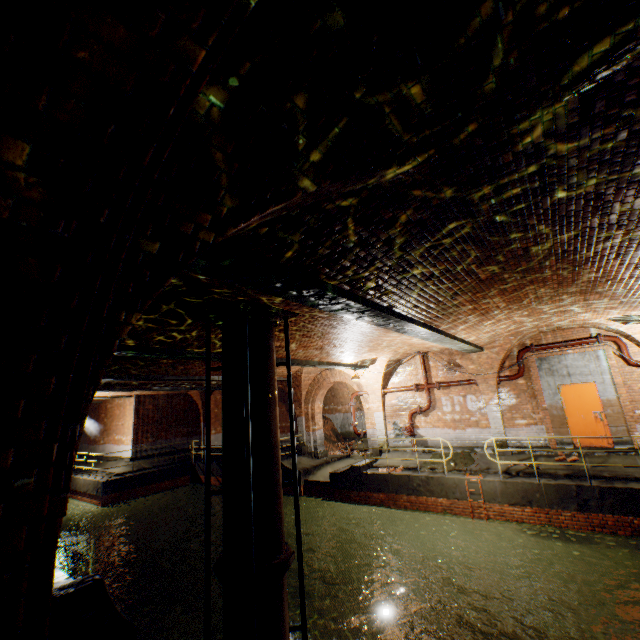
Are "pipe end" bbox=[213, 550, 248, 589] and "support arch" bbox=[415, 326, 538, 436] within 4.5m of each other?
no

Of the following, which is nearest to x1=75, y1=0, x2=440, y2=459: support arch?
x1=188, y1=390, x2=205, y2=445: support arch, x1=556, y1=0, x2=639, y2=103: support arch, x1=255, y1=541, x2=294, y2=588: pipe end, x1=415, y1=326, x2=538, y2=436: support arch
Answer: x1=556, y1=0, x2=639, y2=103: support arch

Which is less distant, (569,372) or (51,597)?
(51,597)

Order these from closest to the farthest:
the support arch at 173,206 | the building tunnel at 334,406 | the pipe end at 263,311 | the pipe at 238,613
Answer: the support arch at 173,206 < the pipe at 238,613 < the pipe end at 263,311 < the building tunnel at 334,406

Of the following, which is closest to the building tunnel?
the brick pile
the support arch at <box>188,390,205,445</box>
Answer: the brick pile

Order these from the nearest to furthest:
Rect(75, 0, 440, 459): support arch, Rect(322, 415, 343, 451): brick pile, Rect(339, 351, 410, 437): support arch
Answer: Rect(75, 0, 440, 459): support arch
Rect(339, 351, 410, 437): support arch
Rect(322, 415, 343, 451): brick pile

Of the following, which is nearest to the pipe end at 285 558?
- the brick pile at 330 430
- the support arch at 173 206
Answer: the support arch at 173 206

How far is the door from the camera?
10.8 meters
